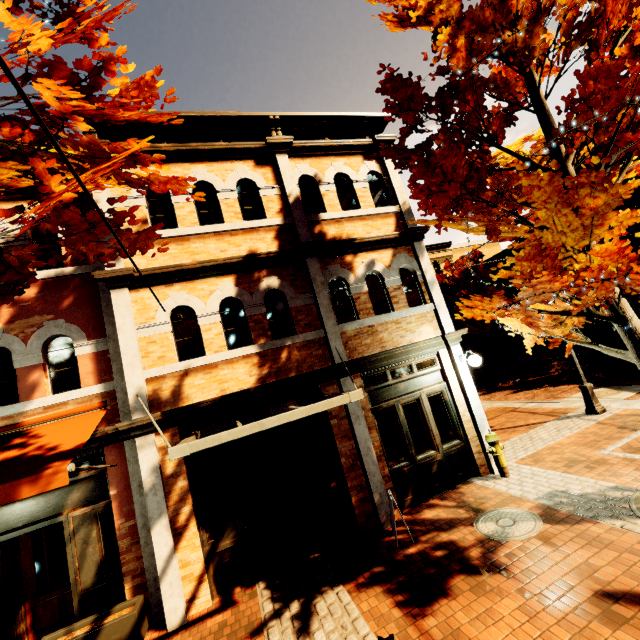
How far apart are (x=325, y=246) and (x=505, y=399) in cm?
1280

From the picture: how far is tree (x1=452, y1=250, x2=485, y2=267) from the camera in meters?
26.3

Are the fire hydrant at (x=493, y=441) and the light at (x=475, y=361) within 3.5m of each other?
yes

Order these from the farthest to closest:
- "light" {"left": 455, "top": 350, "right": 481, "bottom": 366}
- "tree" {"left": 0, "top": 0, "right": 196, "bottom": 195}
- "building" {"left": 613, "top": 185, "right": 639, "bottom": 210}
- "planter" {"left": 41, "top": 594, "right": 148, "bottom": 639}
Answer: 1. "building" {"left": 613, "top": 185, "right": 639, "bottom": 210}
2. "light" {"left": 455, "top": 350, "right": 481, "bottom": 366}
3. "planter" {"left": 41, "top": 594, "right": 148, "bottom": 639}
4. "tree" {"left": 0, "top": 0, "right": 196, "bottom": 195}

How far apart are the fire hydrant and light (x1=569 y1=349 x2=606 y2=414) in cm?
437

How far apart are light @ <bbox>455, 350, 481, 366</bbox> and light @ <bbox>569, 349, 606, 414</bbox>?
3.8 meters

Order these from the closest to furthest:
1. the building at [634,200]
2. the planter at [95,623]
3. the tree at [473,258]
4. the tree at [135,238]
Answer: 1. the tree at [135,238]
2. the planter at [95,623]
3. the building at [634,200]
4. the tree at [473,258]

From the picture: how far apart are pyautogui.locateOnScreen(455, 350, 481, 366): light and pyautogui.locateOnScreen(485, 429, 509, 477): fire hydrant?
1.5m
